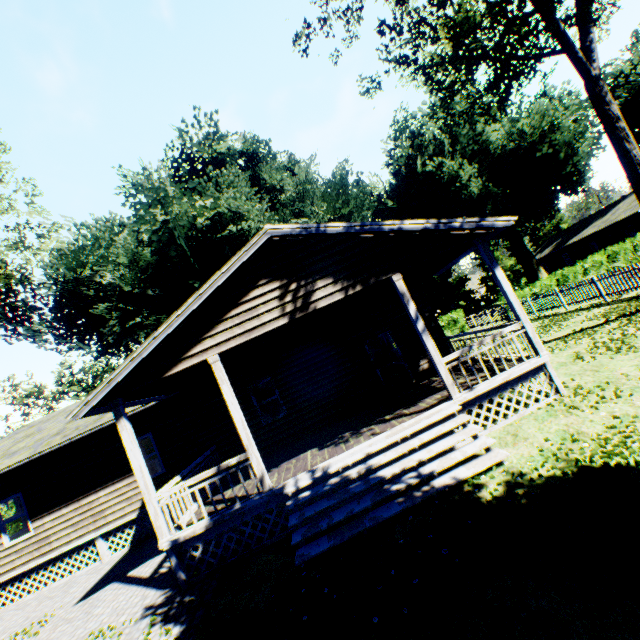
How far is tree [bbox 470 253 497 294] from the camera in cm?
5575

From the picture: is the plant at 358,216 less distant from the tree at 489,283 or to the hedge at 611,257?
the tree at 489,283

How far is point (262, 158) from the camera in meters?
43.6

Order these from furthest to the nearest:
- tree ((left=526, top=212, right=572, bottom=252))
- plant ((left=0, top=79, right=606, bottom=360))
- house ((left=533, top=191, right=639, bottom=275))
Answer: tree ((left=526, top=212, right=572, bottom=252)), house ((left=533, top=191, right=639, bottom=275)), plant ((left=0, top=79, right=606, bottom=360))

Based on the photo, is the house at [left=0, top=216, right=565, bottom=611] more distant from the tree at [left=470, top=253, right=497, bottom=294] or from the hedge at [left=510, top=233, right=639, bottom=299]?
the hedge at [left=510, top=233, right=639, bottom=299]

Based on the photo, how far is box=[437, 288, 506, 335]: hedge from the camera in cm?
2967

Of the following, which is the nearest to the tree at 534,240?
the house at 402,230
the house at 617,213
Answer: the house at 617,213
